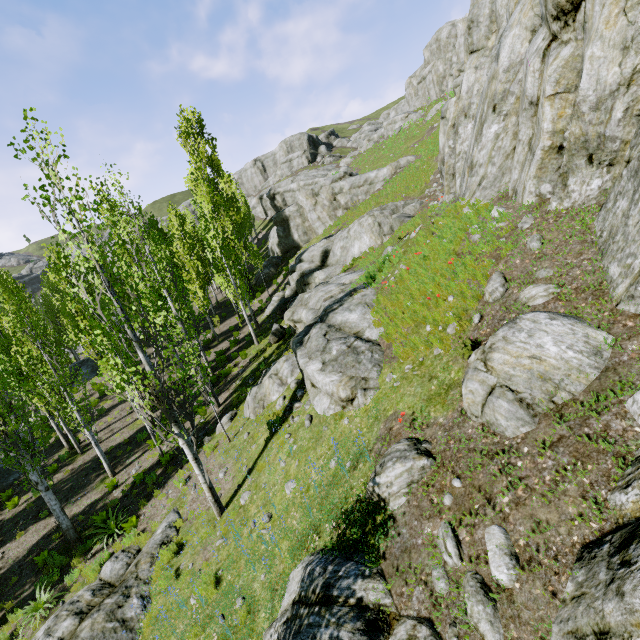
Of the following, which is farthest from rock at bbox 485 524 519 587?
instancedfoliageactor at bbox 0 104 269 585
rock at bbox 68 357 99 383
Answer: rock at bbox 68 357 99 383

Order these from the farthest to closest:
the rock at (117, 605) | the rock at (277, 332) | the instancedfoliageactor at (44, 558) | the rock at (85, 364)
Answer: the rock at (85, 364) < the rock at (277, 332) < the instancedfoliageactor at (44, 558) < the rock at (117, 605)

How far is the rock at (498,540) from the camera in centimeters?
323cm

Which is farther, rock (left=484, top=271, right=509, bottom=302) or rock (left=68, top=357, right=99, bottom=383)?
rock (left=68, top=357, right=99, bottom=383)

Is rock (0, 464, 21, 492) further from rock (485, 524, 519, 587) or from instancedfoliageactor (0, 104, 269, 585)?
rock (485, 524, 519, 587)

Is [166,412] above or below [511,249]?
below
